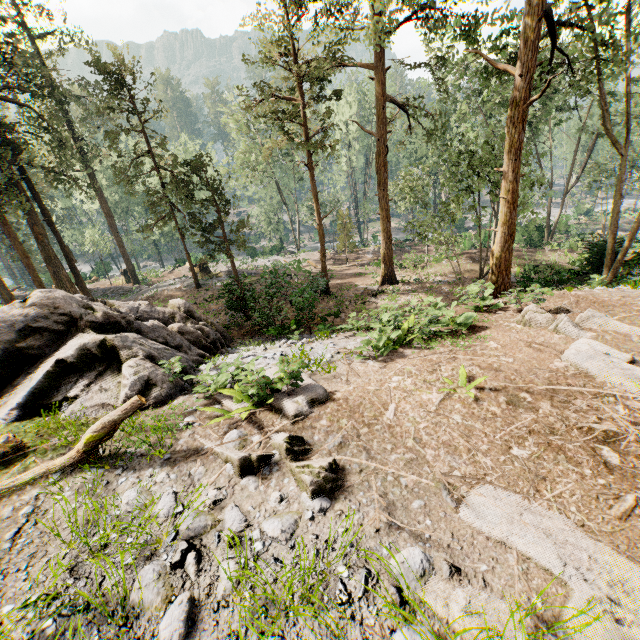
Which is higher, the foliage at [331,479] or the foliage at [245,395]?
the foliage at [331,479]

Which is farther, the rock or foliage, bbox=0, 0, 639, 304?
foliage, bbox=0, 0, 639, 304

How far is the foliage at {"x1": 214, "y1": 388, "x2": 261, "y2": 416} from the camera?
6.0 meters

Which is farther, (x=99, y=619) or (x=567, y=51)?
(x=567, y=51)

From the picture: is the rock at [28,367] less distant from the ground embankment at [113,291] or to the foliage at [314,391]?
the foliage at [314,391]

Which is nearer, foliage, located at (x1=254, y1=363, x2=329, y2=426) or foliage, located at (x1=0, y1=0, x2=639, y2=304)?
foliage, located at (x1=254, y1=363, x2=329, y2=426)

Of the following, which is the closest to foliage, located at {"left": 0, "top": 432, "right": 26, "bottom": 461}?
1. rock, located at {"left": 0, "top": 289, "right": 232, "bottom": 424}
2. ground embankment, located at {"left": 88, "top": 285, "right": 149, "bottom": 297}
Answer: ground embankment, located at {"left": 88, "top": 285, "right": 149, "bottom": 297}

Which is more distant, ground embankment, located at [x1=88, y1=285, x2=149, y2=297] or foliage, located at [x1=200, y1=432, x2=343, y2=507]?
ground embankment, located at [x1=88, y1=285, x2=149, y2=297]
